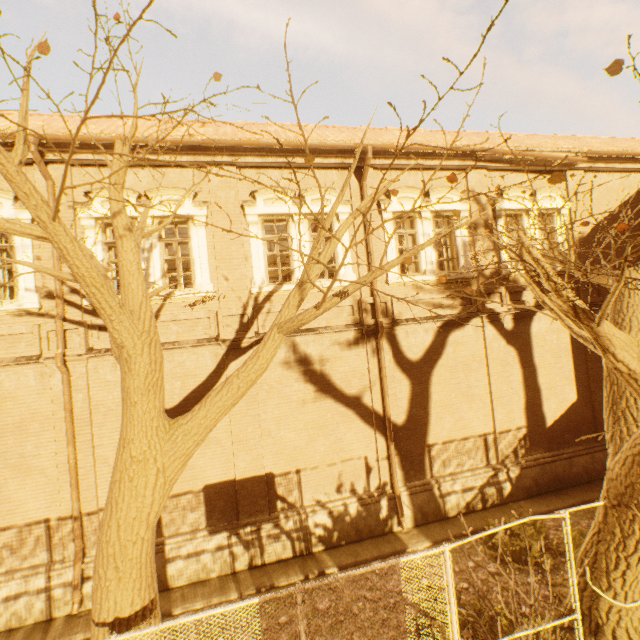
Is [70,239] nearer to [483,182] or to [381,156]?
[381,156]

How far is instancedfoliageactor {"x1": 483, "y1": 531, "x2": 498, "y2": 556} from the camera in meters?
7.9

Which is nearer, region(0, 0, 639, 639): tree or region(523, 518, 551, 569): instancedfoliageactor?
region(0, 0, 639, 639): tree

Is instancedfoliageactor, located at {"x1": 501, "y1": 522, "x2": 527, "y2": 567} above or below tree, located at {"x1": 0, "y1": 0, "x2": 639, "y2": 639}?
below

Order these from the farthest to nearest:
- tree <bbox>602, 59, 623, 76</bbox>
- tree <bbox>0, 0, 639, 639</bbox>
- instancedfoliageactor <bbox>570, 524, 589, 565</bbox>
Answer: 1. instancedfoliageactor <bbox>570, 524, 589, 565</bbox>
2. tree <bbox>0, 0, 639, 639</bbox>
3. tree <bbox>602, 59, 623, 76</bbox>

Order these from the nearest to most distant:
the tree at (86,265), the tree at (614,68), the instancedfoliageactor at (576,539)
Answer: the tree at (614,68)
the tree at (86,265)
the instancedfoliageactor at (576,539)

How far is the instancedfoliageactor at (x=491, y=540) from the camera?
7.9m
